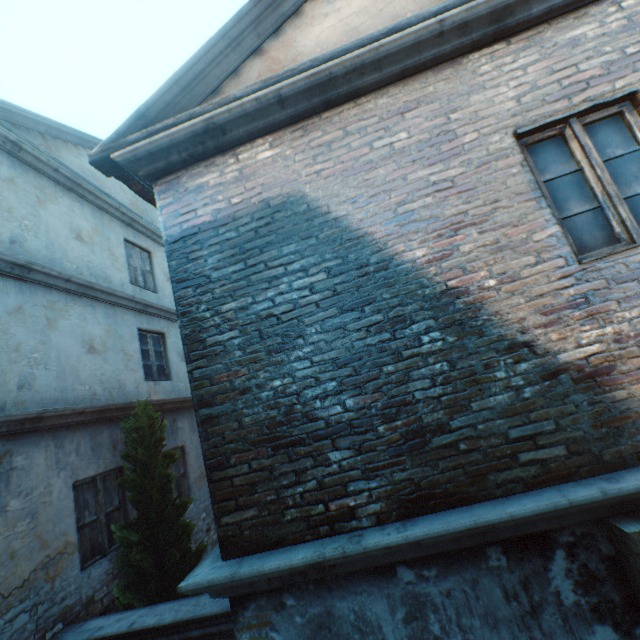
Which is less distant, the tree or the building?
the building

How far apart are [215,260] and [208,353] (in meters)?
0.92

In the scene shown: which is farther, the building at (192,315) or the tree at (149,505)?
the tree at (149,505)

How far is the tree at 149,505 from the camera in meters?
4.8 m

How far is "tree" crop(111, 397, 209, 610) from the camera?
4.8 meters
